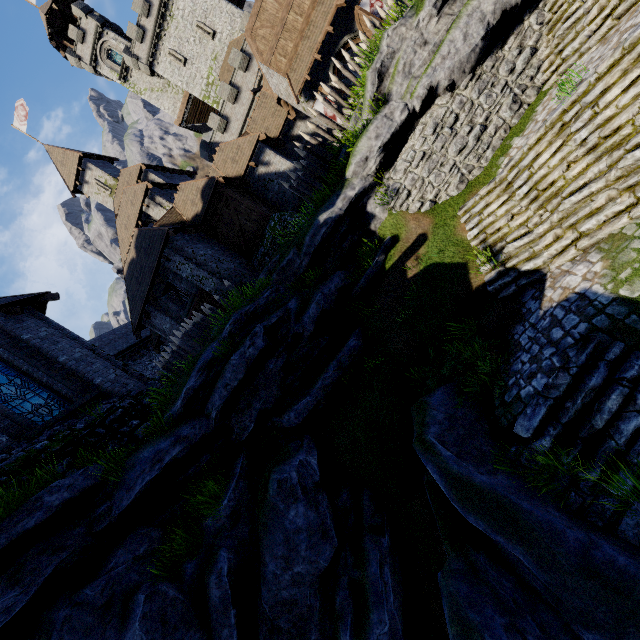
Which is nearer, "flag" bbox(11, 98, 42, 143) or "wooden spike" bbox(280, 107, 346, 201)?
"wooden spike" bbox(280, 107, 346, 201)

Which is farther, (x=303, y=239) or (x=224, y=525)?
(x=303, y=239)

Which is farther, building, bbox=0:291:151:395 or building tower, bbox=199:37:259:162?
building tower, bbox=199:37:259:162

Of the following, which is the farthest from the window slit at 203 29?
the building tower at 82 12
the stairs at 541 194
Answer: the stairs at 541 194

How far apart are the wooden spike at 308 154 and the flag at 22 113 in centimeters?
3314cm

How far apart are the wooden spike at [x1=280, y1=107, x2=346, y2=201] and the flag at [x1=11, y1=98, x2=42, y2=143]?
33.14m

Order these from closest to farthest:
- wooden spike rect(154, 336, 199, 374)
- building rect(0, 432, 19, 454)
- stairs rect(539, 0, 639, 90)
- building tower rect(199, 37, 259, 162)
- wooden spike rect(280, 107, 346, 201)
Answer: stairs rect(539, 0, 639, 90) < building rect(0, 432, 19, 454) < wooden spike rect(154, 336, 199, 374) < wooden spike rect(280, 107, 346, 201) < building tower rect(199, 37, 259, 162)

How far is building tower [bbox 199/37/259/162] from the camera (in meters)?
31.27
